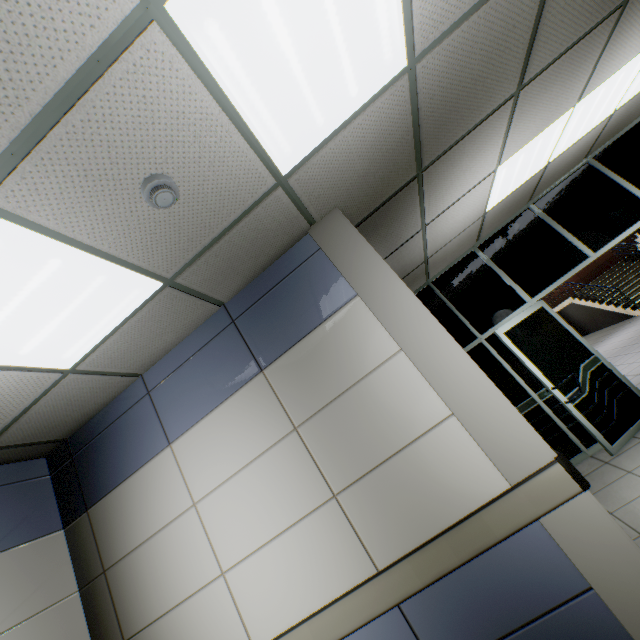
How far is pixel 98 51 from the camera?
1.12m

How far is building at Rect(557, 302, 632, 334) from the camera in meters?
12.5 m

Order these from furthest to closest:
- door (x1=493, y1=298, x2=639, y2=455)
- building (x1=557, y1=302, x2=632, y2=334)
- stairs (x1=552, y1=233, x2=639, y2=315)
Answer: building (x1=557, y1=302, x2=632, y2=334), stairs (x1=552, y1=233, x2=639, y2=315), door (x1=493, y1=298, x2=639, y2=455)

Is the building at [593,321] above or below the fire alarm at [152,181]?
below

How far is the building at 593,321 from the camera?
12.5m

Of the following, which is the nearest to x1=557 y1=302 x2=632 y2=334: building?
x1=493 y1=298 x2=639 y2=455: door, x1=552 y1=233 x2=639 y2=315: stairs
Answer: x1=552 y1=233 x2=639 y2=315: stairs

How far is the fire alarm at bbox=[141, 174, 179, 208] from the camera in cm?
153

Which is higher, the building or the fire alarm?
the fire alarm
